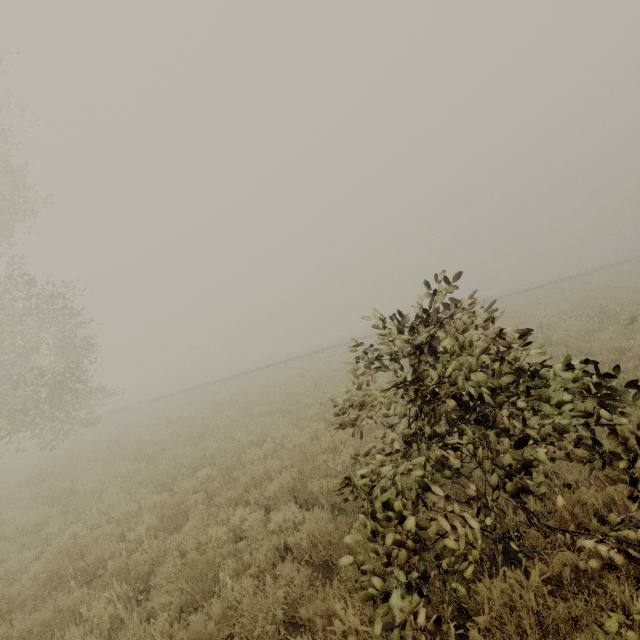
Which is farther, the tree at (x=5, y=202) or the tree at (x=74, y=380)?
the tree at (x=5, y=202)

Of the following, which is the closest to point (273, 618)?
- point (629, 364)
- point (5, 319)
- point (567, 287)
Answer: point (629, 364)

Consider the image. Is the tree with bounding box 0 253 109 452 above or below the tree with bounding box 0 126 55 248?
below

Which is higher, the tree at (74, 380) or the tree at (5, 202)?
the tree at (5, 202)

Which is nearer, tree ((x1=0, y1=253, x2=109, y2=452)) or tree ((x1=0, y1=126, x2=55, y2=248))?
tree ((x1=0, y1=253, x2=109, y2=452))
